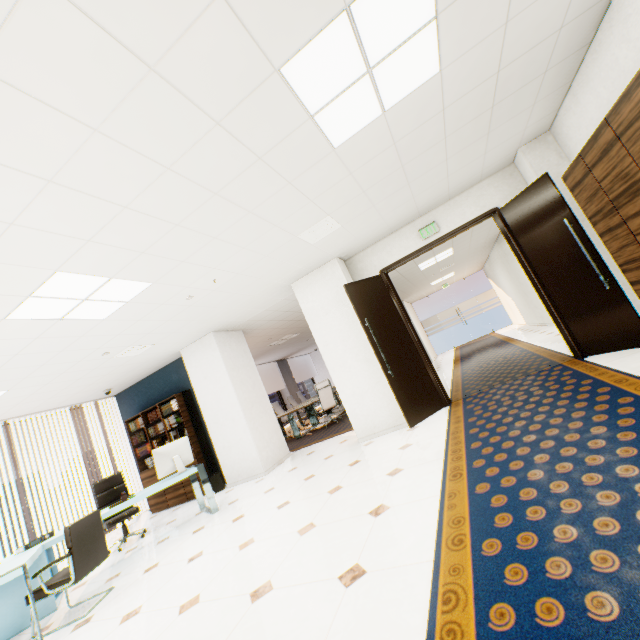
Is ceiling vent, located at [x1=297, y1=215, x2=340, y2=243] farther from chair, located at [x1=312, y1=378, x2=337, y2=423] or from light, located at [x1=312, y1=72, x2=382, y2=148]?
chair, located at [x1=312, y1=378, x2=337, y2=423]

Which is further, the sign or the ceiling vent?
the sign

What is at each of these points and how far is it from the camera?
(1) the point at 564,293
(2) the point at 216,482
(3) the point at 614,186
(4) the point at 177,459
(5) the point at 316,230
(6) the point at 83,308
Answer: (1) door, 4.4 meters
(2) trash can, 6.5 meters
(3) cupboard, 2.9 meters
(4) monitor, 5.1 meters
(5) ceiling vent, 4.2 meters
(6) light, 3.6 meters

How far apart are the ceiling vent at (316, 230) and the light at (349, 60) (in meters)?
1.23

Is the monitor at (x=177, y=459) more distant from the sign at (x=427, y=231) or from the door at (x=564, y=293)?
the sign at (x=427, y=231)

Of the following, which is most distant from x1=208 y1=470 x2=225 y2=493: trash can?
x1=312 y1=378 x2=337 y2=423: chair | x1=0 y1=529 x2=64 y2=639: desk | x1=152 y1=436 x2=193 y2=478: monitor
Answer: x1=312 y1=378 x2=337 y2=423: chair

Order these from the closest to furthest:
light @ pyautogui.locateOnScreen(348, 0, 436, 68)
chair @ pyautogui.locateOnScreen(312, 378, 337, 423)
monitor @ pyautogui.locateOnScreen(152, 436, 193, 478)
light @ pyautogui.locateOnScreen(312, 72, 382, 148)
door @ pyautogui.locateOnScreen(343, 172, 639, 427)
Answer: light @ pyautogui.locateOnScreen(348, 0, 436, 68), light @ pyautogui.locateOnScreen(312, 72, 382, 148), door @ pyautogui.locateOnScreen(343, 172, 639, 427), monitor @ pyautogui.locateOnScreen(152, 436, 193, 478), chair @ pyautogui.locateOnScreen(312, 378, 337, 423)

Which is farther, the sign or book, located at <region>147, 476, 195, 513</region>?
book, located at <region>147, 476, 195, 513</region>
